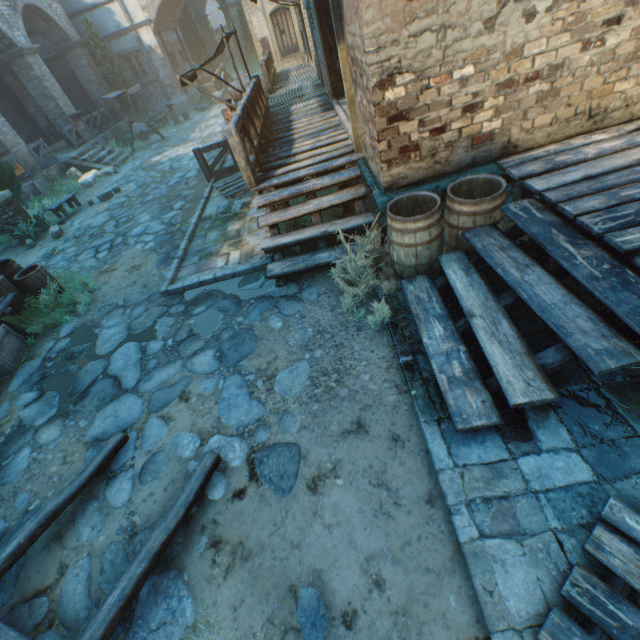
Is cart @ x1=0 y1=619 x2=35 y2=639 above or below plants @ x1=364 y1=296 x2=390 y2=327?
above

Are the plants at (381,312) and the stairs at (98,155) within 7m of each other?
no

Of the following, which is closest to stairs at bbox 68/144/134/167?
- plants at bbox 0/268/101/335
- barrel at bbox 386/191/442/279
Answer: plants at bbox 0/268/101/335

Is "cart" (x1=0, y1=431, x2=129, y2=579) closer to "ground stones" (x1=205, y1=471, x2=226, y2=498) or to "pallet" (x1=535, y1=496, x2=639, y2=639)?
"ground stones" (x1=205, y1=471, x2=226, y2=498)

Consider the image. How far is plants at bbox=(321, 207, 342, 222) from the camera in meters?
5.8

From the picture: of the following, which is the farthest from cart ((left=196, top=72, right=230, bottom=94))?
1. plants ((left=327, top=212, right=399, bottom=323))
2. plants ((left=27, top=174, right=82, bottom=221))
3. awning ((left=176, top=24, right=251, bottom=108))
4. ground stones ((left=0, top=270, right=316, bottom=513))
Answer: plants ((left=327, top=212, right=399, bottom=323))

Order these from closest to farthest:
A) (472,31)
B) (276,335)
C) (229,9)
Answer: (472,31)
(276,335)
(229,9)

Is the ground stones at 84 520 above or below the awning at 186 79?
below
